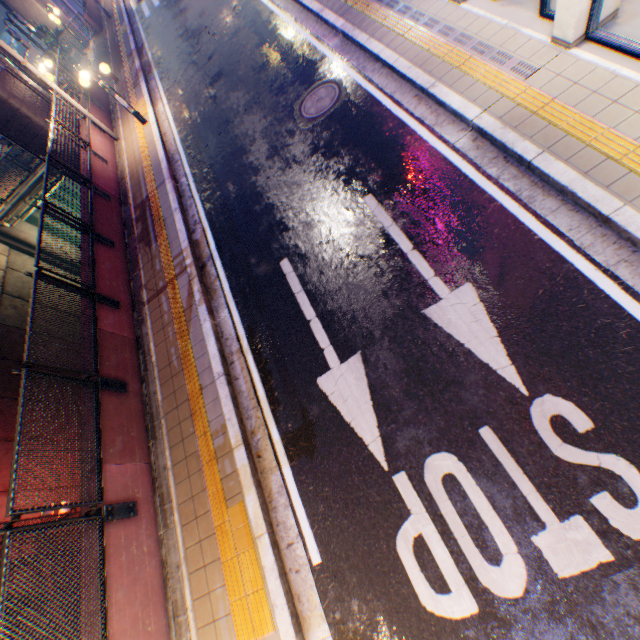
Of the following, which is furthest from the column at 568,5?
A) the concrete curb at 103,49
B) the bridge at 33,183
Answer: the bridge at 33,183

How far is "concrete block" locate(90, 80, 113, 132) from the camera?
Result: 13.15m

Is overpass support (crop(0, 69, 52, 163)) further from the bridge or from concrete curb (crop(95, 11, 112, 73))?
concrete curb (crop(95, 11, 112, 73))

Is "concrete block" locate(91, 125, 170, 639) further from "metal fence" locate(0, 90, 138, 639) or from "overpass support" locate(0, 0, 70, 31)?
"overpass support" locate(0, 0, 70, 31)

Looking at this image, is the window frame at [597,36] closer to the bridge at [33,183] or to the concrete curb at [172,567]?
the concrete curb at [172,567]

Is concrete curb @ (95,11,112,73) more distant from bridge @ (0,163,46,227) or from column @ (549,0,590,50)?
column @ (549,0,590,50)

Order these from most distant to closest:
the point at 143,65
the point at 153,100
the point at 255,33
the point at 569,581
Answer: the point at 143,65
the point at 153,100
the point at 255,33
the point at 569,581

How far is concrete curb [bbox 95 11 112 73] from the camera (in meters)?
17.70
